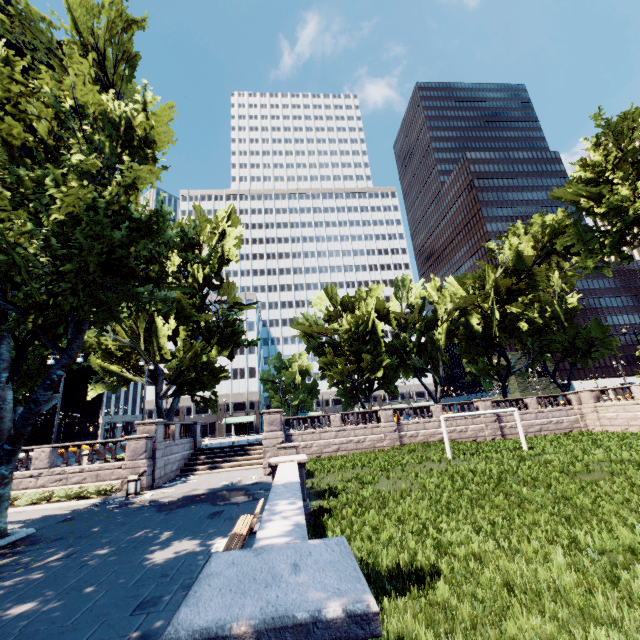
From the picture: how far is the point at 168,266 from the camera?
18.8 meters

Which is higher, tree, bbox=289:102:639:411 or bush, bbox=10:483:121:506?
tree, bbox=289:102:639:411

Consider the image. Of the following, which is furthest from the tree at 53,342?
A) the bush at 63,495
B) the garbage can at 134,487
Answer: the garbage can at 134,487

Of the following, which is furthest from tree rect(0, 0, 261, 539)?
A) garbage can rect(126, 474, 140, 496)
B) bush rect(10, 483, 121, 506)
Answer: garbage can rect(126, 474, 140, 496)

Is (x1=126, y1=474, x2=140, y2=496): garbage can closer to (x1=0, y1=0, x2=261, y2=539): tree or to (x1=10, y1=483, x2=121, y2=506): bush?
(x1=10, y1=483, x2=121, y2=506): bush

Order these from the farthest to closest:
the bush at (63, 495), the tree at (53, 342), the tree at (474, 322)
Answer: the tree at (474, 322) < the bush at (63, 495) < the tree at (53, 342)

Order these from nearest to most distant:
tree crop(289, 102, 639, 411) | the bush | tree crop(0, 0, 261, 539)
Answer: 1. tree crop(0, 0, 261, 539)
2. the bush
3. tree crop(289, 102, 639, 411)
